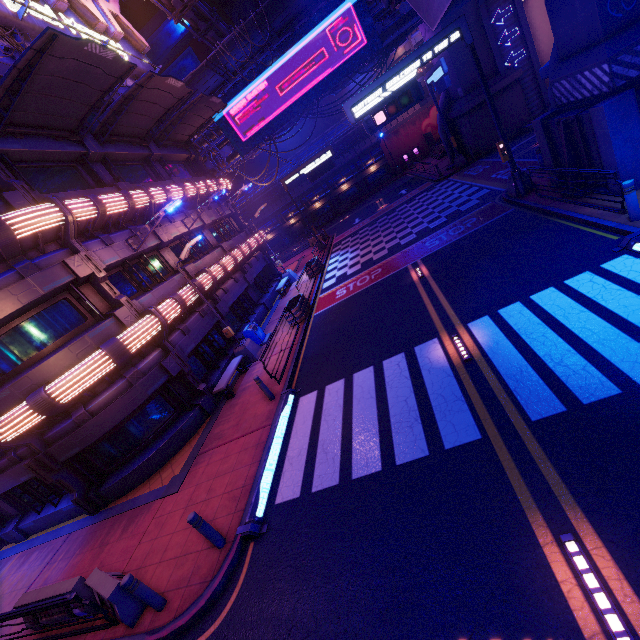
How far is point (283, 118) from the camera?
27.11m

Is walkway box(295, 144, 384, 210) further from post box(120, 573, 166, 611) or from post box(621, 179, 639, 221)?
post box(120, 573, 166, 611)

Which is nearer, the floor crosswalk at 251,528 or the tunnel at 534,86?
the floor crosswalk at 251,528

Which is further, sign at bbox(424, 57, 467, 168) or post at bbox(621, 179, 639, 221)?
sign at bbox(424, 57, 467, 168)

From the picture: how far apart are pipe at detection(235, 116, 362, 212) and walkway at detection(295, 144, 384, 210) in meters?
2.8

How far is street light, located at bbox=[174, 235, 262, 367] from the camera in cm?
1386

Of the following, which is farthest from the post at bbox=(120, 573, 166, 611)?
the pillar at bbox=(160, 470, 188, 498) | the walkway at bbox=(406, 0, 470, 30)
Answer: the walkway at bbox=(406, 0, 470, 30)

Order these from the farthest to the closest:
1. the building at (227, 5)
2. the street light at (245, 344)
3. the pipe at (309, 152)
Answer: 1. the building at (227, 5)
2. the pipe at (309, 152)
3. the street light at (245, 344)
